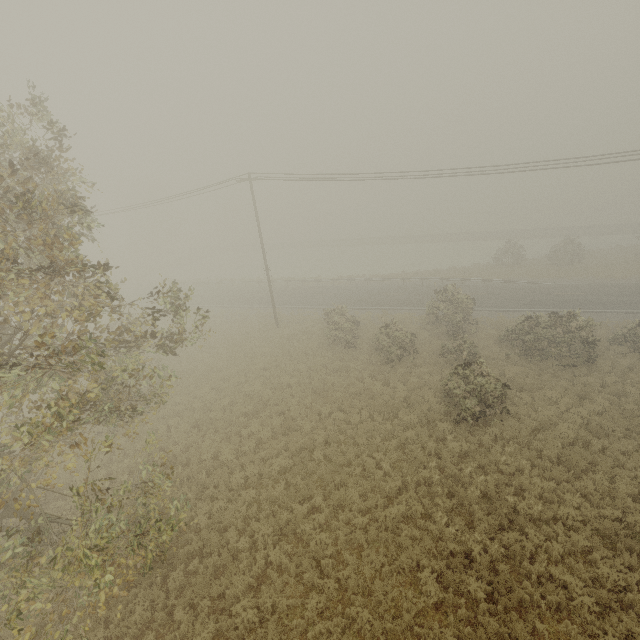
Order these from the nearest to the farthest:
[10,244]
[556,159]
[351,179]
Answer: [10,244] < [556,159] < [351,179]
